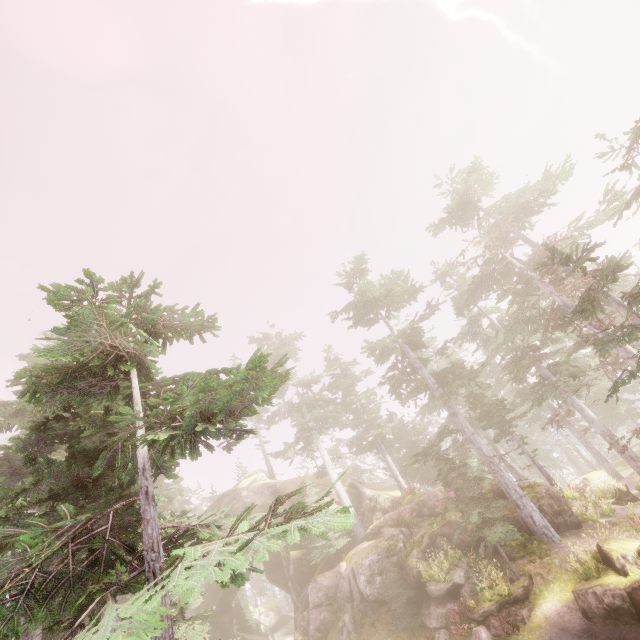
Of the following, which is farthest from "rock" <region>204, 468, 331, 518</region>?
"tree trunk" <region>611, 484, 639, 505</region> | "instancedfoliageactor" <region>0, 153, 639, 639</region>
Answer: "tree trunk" <region>611, 484, 639, 505</region>

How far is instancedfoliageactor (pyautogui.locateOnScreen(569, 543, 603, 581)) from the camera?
12.20m

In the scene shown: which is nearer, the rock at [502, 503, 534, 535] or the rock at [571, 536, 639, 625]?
the rock at [571, 536, 639, 625]

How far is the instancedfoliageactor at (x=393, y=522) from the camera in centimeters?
2189cm

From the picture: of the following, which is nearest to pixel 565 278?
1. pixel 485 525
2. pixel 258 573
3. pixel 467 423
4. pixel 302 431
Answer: pixel 467 423

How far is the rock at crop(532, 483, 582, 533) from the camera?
16.7m

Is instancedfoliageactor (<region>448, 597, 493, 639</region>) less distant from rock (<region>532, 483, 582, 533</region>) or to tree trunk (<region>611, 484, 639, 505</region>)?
rock (<region>532, 483, 582, 533</region>)

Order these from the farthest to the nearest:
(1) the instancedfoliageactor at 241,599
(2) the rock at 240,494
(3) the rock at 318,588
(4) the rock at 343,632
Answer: (1) the instancedfoliageactor at 241,599, (2) the rock at 240,494, (4) the rock at 343,632, (3) the rock at 318,588
